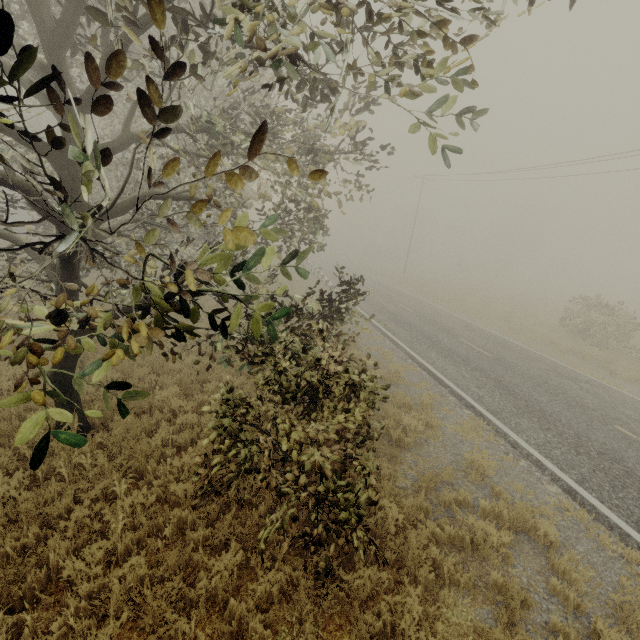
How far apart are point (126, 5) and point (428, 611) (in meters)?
7.63

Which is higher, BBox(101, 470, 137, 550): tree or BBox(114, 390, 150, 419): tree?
BBox(114, 390, 150, 419): tree

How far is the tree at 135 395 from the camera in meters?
2.1

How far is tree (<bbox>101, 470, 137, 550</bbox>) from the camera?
4.60m

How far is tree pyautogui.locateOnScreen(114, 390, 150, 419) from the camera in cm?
208

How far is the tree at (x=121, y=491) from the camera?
4.6 meters

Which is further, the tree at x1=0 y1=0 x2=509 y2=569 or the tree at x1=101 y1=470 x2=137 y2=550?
the tree at x1=101 y1=470 x2=137 y2=550
